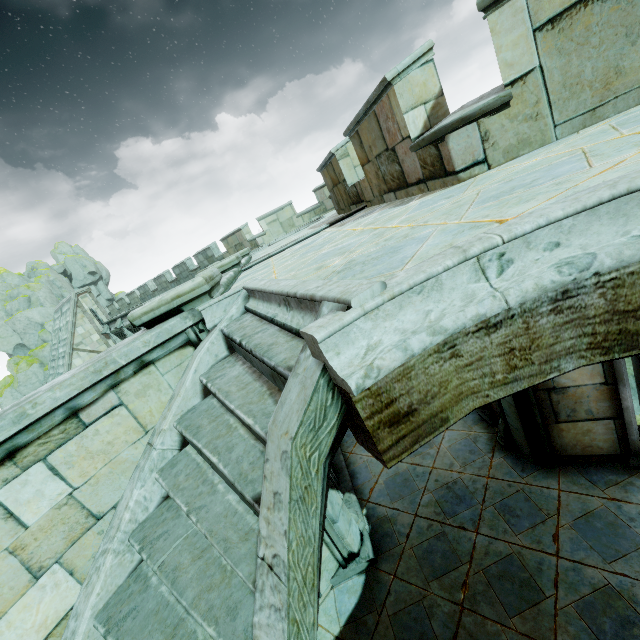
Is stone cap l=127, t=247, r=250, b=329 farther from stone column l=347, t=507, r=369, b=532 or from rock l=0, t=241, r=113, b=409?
rock l=0, t=241, r=113, b=409

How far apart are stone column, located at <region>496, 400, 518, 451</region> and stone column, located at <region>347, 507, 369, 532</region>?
2.65m

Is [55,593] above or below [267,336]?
below

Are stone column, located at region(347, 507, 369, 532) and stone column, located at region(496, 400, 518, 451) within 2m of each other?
no

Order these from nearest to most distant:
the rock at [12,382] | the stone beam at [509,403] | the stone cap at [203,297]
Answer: the stone cap at [203,297]
the stone beam at [509,403]
the rock at [12,382]

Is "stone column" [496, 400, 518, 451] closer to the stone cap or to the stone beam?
the stone beam

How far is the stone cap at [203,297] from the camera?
3.42m

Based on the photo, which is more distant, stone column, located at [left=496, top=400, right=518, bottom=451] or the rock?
the rock
